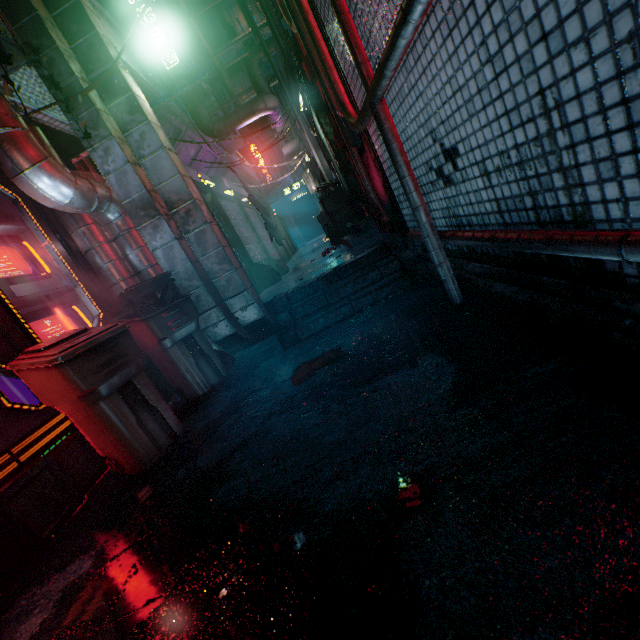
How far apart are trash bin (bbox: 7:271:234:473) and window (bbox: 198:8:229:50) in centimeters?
2013cm

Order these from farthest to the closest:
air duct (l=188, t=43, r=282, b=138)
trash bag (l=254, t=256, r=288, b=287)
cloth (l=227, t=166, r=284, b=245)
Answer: air duct (l=188, t=43, r=282, b=138), trash bag (l=254, t=256, r=288, b=287), cloth (l=227, t=166, r=284, b=245)

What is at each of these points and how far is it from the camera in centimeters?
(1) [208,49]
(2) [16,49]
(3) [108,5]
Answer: (1) air duct, 970cm
(2) air conditioner, 205cm
(3) window, 499cm

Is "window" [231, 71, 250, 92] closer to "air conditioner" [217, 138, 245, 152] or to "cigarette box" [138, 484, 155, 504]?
"air conditioner" [217, 138, 245, 152]

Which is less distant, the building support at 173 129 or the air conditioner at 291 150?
the building support at 173 129

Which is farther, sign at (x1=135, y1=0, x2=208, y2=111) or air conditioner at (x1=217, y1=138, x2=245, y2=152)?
air conditioner at (x1=217, y1=138, x2=245, y2=152)

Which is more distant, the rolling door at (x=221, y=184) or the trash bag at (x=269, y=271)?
the rolling door at (x=221, y=184)

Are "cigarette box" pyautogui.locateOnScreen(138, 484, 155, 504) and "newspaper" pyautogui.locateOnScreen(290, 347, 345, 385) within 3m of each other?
yes
